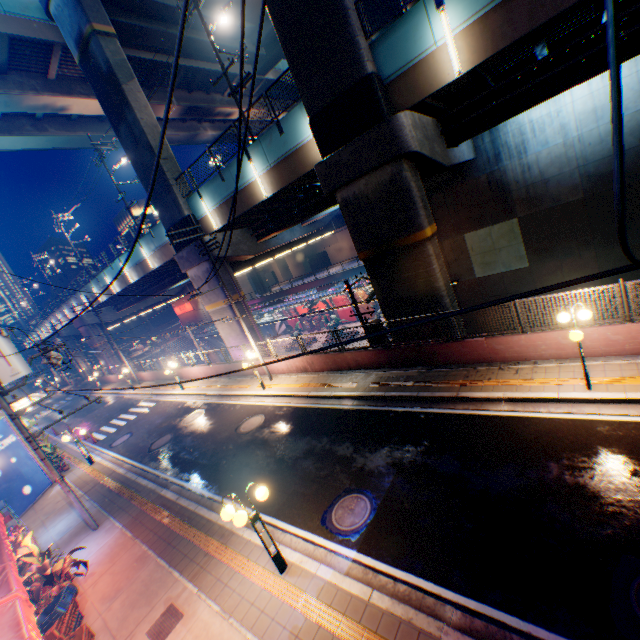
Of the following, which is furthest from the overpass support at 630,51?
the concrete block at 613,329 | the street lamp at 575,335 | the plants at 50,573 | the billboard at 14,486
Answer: the plants at 50,573

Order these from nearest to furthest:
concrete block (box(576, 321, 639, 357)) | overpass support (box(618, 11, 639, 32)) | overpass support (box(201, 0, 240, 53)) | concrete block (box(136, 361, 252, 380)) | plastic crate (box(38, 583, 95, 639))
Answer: plastic crate (box(38, 583, 95, 639))
concrete block (box(576, 321, 639, 357))
overpass support (box(618, 11, 639, 32))
concrete block (box(136, 361, 252, 380))
overpass support (box(201, 0, 240, 53))

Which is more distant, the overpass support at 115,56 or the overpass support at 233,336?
the overpass support at 233,336

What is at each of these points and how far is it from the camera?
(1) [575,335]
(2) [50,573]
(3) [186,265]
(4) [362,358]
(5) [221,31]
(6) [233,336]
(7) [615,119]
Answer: (1) street lamp, 7.81m
(2) plants, 8.32m
(3) overpass support, 22.45m
(4) concrete block, 14.88m
(5) overpass support, 25.19m
(6) overpass support, 23.27m
(7) electric pole, 0.78m

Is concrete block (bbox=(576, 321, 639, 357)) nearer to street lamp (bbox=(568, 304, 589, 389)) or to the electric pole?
street lamp (bbox=(568, 304, 589, 389))

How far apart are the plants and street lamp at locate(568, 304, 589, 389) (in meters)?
14.08

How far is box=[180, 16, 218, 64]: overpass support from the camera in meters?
23.8
